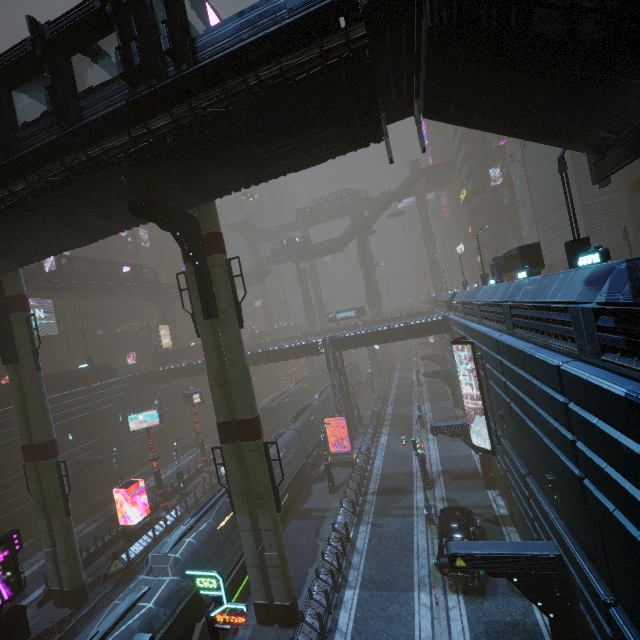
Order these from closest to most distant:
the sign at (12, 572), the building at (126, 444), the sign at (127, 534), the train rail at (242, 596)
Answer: the sign at (12, 572) → the train rail at (242, 596) → the sign at (127, 534) → the building at (126, 444)

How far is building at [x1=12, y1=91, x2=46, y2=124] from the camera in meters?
45.0 m

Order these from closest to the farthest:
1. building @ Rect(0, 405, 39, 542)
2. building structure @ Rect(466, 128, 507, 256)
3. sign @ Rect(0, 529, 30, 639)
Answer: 1. sign @ Rect(0, 529, 30, 639)
2. building @ Rect(0, 405, 39, 542)
3. building structure @ Rect(466, 128, 507, 256)

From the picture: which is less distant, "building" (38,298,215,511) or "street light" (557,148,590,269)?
"street light" (557,148,590,269)

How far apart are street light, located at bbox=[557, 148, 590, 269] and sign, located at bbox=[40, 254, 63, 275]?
41.8 meters

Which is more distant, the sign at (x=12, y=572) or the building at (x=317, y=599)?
the sign at (x=12, y=572)

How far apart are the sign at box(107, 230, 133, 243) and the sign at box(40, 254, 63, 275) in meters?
19.3 m

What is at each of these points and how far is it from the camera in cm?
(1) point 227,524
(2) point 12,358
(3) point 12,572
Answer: (1) train, 1923
(2) building structure, 1911
(3) sign, 1720
